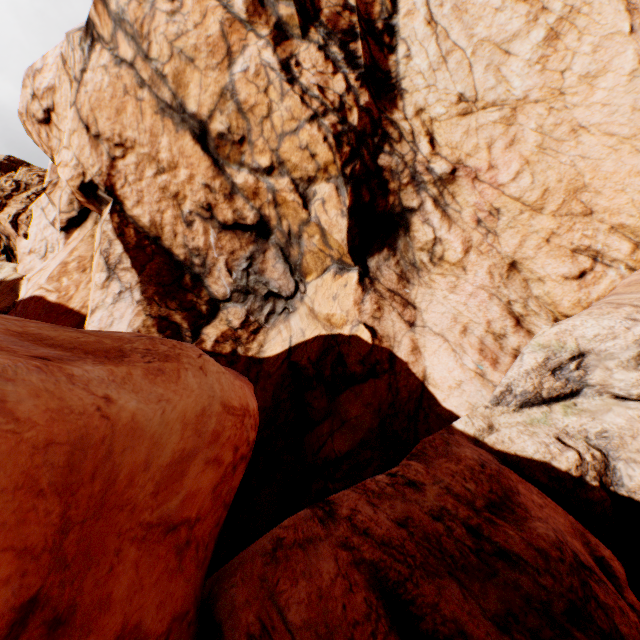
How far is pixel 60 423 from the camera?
2.8m
